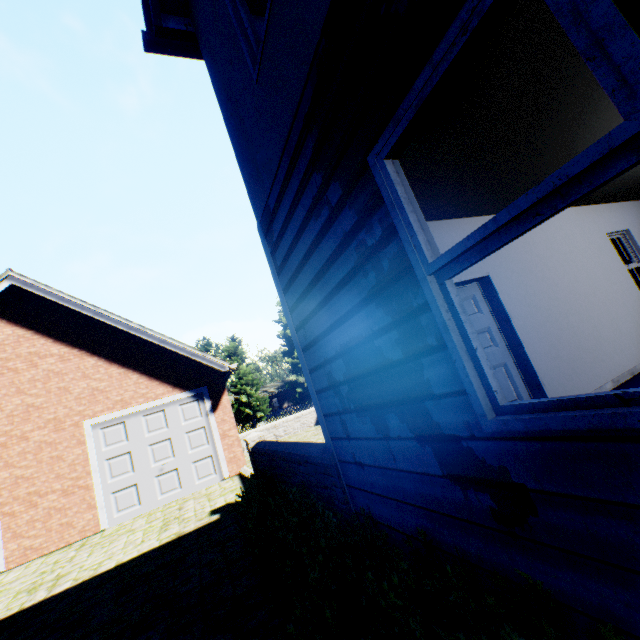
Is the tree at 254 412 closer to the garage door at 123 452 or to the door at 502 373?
the door at 502 373

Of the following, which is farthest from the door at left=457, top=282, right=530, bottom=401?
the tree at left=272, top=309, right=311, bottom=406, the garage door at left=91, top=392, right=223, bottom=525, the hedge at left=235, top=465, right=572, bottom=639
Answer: the tree at left=272, top=309, right=311, bottom=406

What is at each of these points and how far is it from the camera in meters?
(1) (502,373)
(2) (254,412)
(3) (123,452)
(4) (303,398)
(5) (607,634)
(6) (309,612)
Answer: (1) door, 4.6
(2) tree, 33.8
(3) garage door, 9.5
(4) tree, 36.9
(5) hedge, 1.2
(6) hedge, 2.6

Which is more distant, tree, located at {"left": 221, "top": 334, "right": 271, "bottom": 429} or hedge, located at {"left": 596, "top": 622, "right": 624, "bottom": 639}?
tree, located at {"left": 221, "top": 334, "right": 271, "bottom": 429}

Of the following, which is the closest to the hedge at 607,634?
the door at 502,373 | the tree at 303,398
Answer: the door at 502,373

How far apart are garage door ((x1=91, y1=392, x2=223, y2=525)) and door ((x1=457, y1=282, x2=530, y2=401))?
8.1 meters

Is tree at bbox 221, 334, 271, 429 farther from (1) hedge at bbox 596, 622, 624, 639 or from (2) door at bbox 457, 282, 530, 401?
(2) door at bbox 457, 282, 530, 401

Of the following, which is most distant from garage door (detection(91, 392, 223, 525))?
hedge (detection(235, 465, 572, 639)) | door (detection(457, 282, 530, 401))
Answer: door (detection(457, 282, 530, 401))
